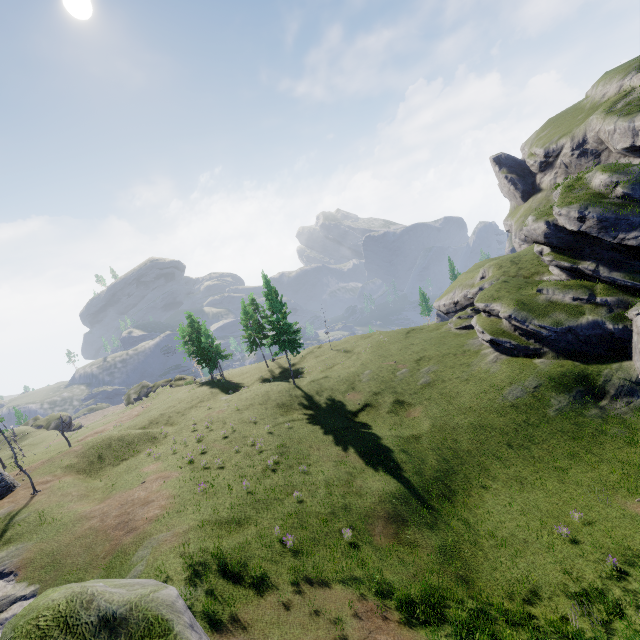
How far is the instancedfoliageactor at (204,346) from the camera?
54.3 meters

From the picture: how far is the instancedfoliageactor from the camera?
54.3m

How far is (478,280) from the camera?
50.0 meters
